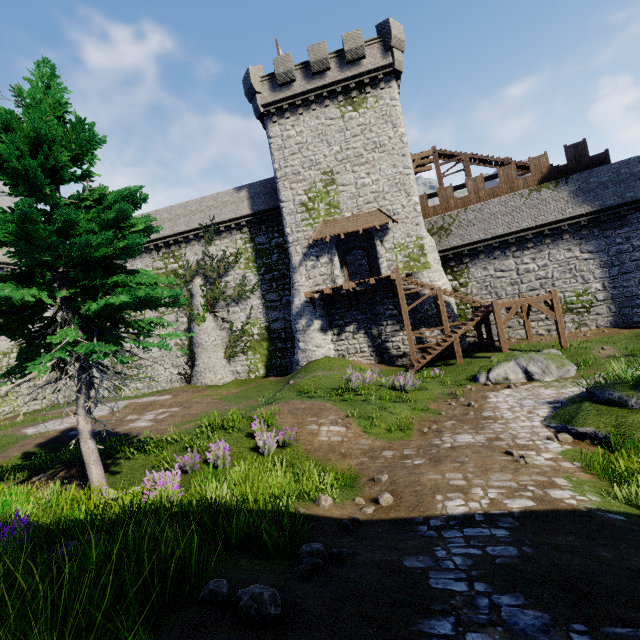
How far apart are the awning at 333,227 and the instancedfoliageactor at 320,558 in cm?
2017

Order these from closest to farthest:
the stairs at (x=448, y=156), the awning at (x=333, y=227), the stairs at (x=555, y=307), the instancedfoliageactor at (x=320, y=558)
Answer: the instancedfoliageactor at (x=320, y=558) < the stairs at (x=555, y=307) < the awning at (x=333, y=227) < the stairs at (x=448, y=156)

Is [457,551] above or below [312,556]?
below

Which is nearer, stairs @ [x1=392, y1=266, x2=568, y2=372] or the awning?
stairs @ [x1=392, y1=266, x2=568, y2=372]

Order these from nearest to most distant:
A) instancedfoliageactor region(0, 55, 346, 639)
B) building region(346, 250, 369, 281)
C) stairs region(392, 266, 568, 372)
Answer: instancedfoliageactor region(0, 55, 346, 639), stairs region(392, 266, 568, 372), building region(346, 250, 369, 281)

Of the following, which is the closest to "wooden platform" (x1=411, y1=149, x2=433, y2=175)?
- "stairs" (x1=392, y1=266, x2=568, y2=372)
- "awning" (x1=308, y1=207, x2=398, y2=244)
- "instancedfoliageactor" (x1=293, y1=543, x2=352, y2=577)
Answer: "awning" (x1=308, y1=207, x2=398, y2=244)

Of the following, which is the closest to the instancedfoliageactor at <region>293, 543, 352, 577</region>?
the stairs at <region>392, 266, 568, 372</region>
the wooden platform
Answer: the stairs at <region>392, 266, 568, 372</region>

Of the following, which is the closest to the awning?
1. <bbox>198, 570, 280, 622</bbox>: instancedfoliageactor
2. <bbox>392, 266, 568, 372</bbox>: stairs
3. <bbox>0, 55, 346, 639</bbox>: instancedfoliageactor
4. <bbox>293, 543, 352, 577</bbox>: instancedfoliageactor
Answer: <bbox>392, 266, 568, 372</bbox>: stairs
